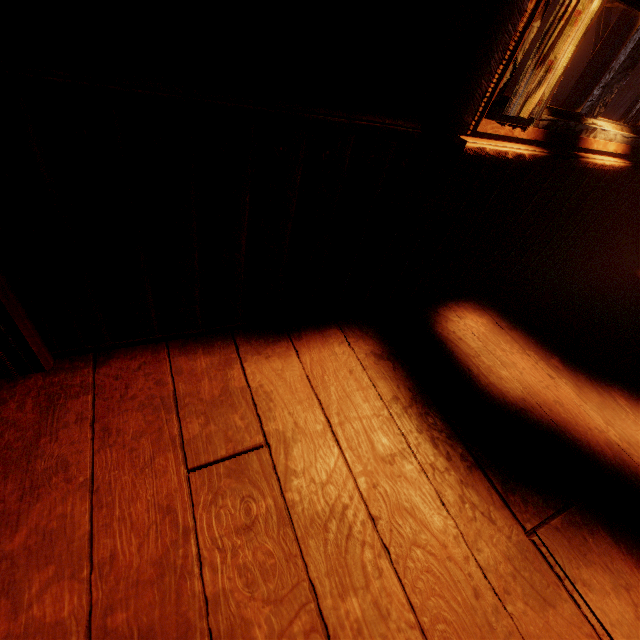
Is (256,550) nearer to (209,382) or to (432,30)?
(209,382)

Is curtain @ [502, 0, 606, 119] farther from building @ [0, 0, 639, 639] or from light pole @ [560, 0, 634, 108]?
light pole @ [560, 0, 634, 108]

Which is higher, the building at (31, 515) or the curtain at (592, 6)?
the curtain at (592, 6)

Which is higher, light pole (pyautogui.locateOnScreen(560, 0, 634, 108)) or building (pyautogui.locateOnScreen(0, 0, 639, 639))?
light pole (pyautogui.locateOnScreen(560, 0, 634, 108))

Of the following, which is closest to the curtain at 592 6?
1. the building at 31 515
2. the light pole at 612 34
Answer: the building at 31 515

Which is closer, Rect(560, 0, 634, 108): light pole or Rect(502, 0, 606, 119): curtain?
Rect(502, 0, 606, 119): curtain
